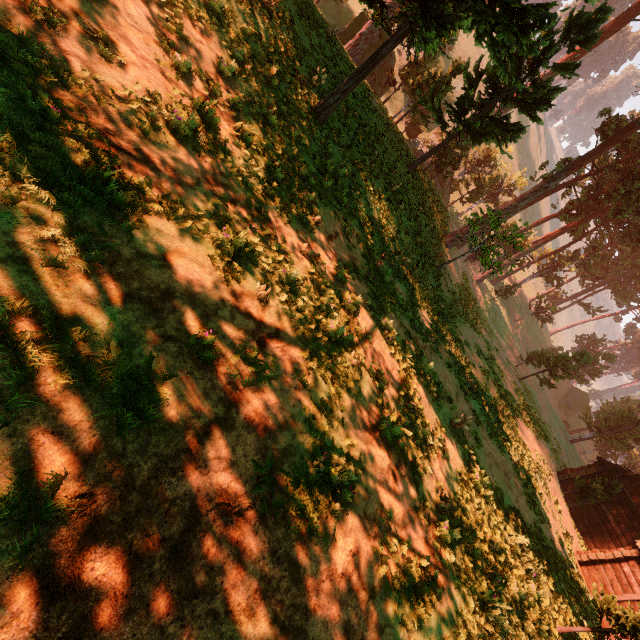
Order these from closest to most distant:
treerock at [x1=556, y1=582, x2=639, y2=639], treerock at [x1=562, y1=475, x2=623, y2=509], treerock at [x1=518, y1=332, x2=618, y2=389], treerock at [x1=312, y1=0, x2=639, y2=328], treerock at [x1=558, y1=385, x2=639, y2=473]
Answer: treerock at [x1=556, y1=582, x2=639, y2=639] → treerock at [x1=312, y1=0, x2=639, y2=328] → treerock at [x1=562, y1=475, x2=623, y2=509] → treerock at [x1=518, y1=332, x2=618, y2=389] → treerock at [x1=558, y1=385, x2=639, y2=473]

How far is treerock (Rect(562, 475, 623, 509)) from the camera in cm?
2089

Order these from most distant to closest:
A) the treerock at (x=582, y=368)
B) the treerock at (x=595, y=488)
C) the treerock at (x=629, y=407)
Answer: the treerock at (x=629, y=407) → the treerock at (x=582, y=368) → the treerock at (x=595, y=488)

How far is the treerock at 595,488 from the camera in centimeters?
2089cm

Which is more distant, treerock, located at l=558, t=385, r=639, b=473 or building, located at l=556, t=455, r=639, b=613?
treerock, located at l=558, t=385, r=639, b=473

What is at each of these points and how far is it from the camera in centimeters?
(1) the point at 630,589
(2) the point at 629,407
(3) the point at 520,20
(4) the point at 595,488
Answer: (1) building, 1531cm
(2) treerock, 4678cm
(3) treerock, 967cm
(4) treerock, 2120cm
